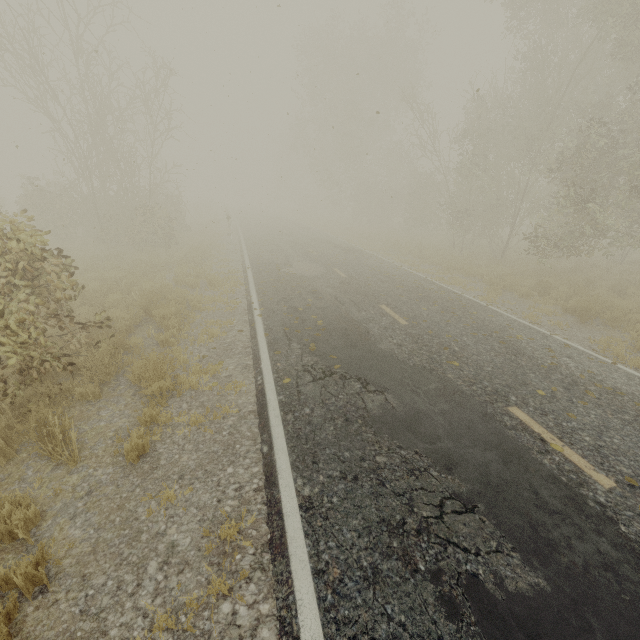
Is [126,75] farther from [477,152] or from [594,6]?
[594,6]
